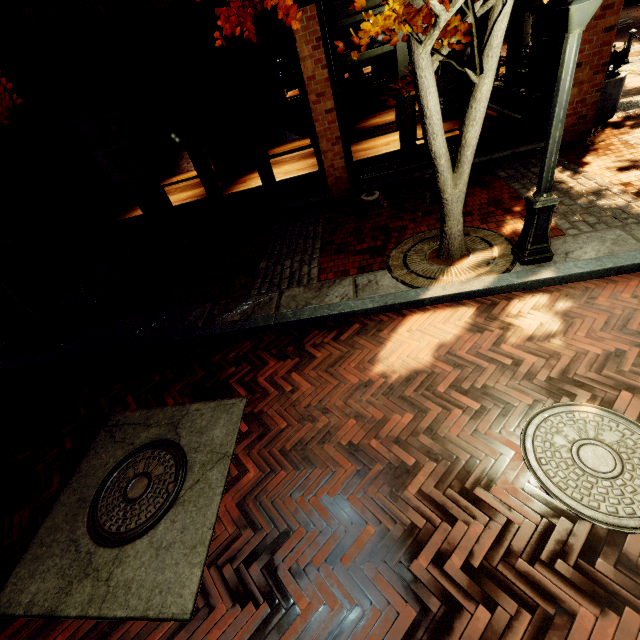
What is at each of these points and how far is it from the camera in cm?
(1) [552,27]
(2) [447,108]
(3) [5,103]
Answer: (1) building, 643
(2) building, 699
(3) tree, 532

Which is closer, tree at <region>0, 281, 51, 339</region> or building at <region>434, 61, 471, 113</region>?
tree at <region>0, 281, 51, 339</region>

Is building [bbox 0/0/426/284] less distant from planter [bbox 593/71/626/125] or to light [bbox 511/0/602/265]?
planter [bbox 593/71/626/125]

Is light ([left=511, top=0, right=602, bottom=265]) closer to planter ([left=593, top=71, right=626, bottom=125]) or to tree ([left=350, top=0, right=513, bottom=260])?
tree ([left=350, top=0, right=513, bottom=260])

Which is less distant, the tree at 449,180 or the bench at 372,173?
the tree at 449,180

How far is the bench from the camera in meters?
6.9 m

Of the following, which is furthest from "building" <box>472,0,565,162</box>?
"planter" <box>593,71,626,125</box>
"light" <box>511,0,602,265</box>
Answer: "light" <box>511,0,602,265</box>

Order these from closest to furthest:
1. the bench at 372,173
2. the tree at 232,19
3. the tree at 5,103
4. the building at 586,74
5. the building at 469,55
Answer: the tree at 232,19
the tree at 5,103
the building at 586,74
the building at 469,55
the bench at 372,173
